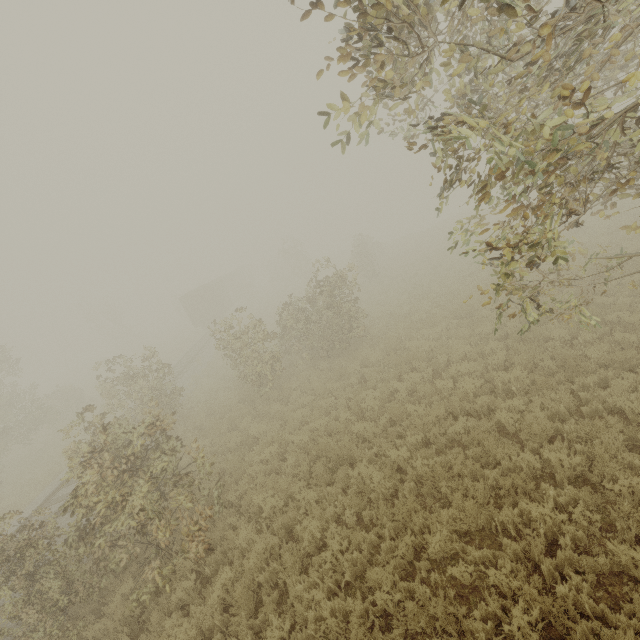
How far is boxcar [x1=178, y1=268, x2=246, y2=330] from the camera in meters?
34.9

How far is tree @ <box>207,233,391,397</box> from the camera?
14.12m

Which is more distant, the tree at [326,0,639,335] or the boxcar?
the boxcar

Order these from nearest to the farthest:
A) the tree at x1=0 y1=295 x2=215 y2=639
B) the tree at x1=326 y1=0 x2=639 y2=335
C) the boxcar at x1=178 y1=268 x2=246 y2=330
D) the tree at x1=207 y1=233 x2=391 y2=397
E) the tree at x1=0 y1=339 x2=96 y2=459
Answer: the tree at x1=326 y1=0 x2=639 y2=335
the tree at x1=0 y1=295 x2=215 y2=639
the tree at x1=207 y1=233 x2=391 y2=397
the tree at x1=0 y1=339 x2=96 y2=459
the boxcar at x1=178 y1=268 x2=246 y2=330

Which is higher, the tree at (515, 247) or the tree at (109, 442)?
the tree at (515, 247)

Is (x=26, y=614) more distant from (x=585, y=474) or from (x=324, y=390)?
(x=585, y=474)

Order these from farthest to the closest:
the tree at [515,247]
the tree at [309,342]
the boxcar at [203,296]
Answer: the boxcar at [203,296] < the tree at [309,342] < the tree at [515,247]
